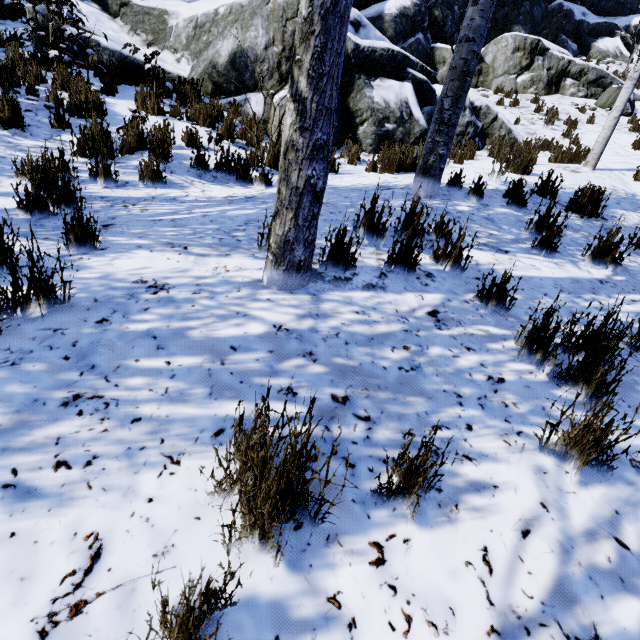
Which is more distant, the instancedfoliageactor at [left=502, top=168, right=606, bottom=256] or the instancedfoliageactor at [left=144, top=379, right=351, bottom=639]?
the instancedfoliageactor at [left=502, top=168, right=606, bottom=256]

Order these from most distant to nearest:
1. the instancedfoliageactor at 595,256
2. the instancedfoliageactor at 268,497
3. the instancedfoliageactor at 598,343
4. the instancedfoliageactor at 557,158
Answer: the instancedfoliageactor at 557,158
the instancedfoliageactor at 595,256
the instancedfoliageactor at 598,343
the instancedfoliageactor at 268,497

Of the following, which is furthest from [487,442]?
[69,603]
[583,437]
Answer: [69,603]

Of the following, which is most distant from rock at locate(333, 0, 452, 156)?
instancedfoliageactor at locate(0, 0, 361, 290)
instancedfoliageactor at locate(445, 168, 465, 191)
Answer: instancedfoliageactor at locate(445, 168, 465, 191)

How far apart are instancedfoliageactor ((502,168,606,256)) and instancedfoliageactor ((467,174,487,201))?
0.4m

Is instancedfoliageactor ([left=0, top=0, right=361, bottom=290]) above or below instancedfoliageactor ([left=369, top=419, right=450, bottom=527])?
above

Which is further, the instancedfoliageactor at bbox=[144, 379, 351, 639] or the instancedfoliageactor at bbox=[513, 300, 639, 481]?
the instancedfoliageactor at bbox=[513, 300, 639, 481]

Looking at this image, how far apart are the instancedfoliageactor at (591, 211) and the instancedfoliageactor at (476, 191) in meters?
0.4 m
